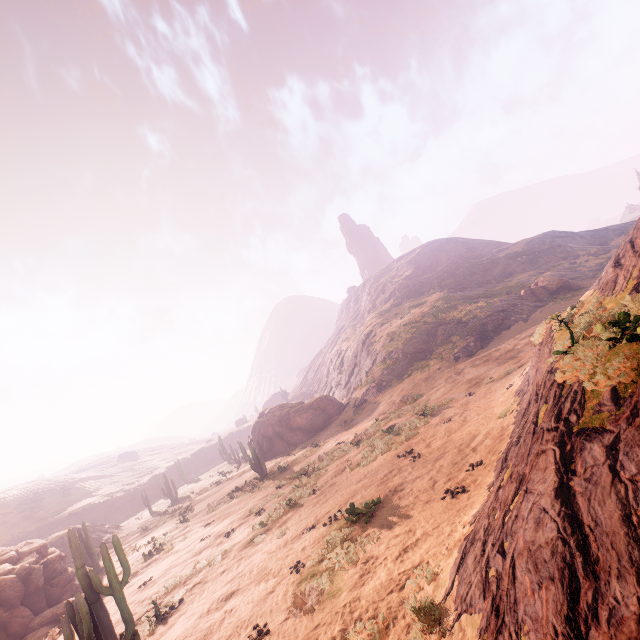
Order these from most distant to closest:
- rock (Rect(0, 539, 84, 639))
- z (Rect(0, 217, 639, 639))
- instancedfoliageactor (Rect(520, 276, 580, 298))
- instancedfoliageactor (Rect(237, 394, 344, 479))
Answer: instancedfoliageactor (Rect(520, 276, 580, 298)) < instancedfoliageactor (Rect(237, 394, 344, 479)) < rock (Rect(0, 539, 84, 639)) < z (Rect(0, 217, 639, 639))

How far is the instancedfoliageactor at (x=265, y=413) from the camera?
32.4 meters

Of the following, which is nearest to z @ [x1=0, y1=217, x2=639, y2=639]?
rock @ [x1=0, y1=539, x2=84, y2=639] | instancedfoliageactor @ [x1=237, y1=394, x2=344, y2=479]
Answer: instancedfoliageactor @ [x1=237, y1=394, x2=344, y2=479]

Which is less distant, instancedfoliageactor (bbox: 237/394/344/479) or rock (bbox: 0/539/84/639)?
rock (bbox: 0/539/84/639)

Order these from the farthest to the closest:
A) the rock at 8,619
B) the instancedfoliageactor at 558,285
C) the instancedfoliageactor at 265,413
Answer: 1. the instancedfoliageactor at 558,285
2. the instancedfoliageactor at 265,413
3. the rock at 8,619

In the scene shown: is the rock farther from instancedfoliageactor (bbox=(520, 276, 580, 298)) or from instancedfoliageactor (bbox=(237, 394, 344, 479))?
instancedfoliageactor (bbox=(520, 276, 580, 298))

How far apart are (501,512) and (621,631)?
2.1m

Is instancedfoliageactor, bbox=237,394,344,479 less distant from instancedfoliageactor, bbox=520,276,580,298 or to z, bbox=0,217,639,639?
z, bbox=0,217,639,639
